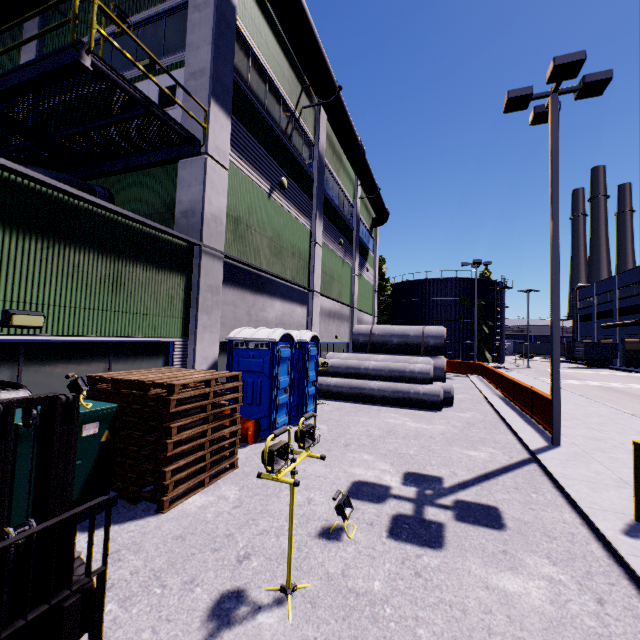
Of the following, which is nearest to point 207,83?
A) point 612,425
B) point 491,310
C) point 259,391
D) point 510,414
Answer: point 259,391

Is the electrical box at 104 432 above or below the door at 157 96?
below

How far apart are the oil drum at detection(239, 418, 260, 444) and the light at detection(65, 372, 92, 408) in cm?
259

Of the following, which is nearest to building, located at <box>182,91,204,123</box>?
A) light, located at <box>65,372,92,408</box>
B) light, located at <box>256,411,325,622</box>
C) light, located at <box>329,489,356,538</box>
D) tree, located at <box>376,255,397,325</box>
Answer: tree, located at <box>376,255,397,325</box>

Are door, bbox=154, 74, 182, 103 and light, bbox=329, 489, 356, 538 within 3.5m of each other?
no

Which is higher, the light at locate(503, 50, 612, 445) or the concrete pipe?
the light at locate(503, 50, 612, 445)

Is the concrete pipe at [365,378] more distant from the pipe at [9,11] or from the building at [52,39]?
the pipe at [9,11]

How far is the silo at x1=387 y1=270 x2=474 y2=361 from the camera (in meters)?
45.50
